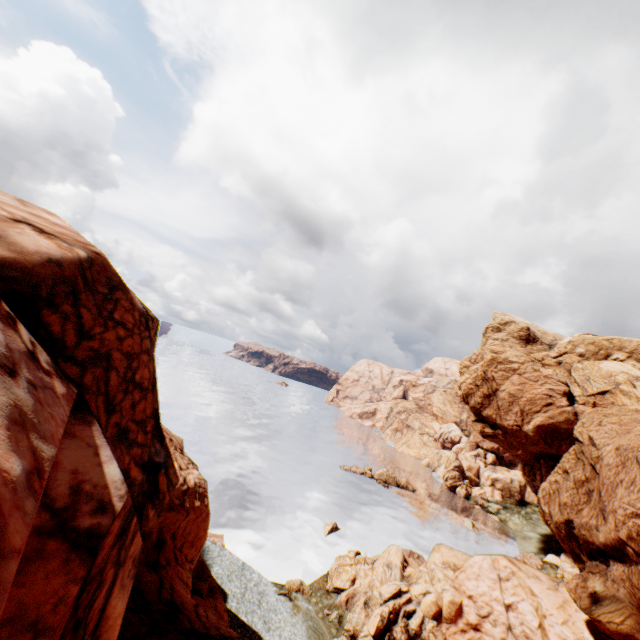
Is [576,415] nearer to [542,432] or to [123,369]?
[542,432]

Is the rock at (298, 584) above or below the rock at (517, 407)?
below

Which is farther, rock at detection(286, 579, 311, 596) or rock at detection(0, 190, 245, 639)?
rock at detection(286, 579, 311, 596)

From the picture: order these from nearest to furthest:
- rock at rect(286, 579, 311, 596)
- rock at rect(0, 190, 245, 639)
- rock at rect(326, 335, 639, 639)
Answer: rock at rect(0, 190, 245, 639) < rock at rect(326, 335, 639, 639) < rock at rect(286, 579, 311, 596)

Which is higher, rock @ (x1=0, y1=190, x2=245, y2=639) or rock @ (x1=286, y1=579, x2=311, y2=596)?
rock @ (x1=0, y1=190, x2=245, y2=639)

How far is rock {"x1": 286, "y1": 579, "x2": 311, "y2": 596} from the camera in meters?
31.4

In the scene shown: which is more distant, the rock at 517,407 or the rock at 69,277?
the rock at 517,407
